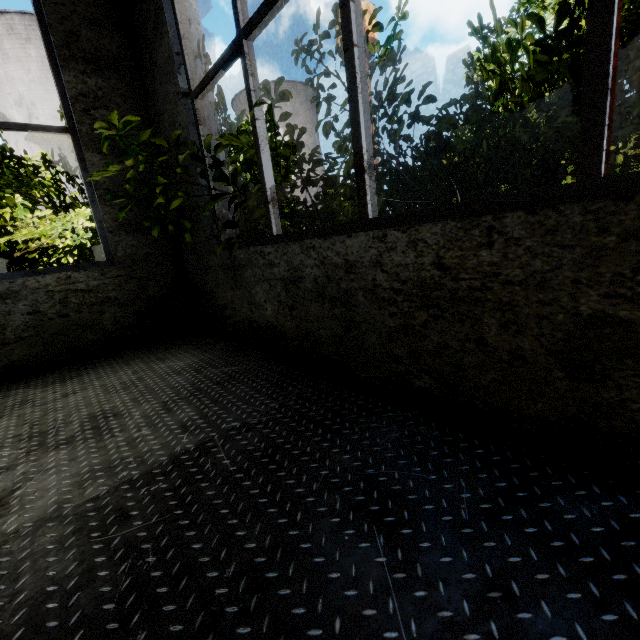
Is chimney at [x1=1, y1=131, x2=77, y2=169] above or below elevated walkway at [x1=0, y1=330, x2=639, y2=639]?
above

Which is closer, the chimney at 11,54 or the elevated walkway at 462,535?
the elevated walkway at 462,535

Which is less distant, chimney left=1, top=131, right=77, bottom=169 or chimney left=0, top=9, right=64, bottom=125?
chimney left=0, top=9, right=64, bottom=125

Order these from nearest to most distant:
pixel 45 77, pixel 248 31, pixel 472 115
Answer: pixel 248 31
pixel 472 115
pixel 45 77

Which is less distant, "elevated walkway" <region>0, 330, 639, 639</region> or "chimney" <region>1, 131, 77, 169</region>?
"elevated walkway" <region>0, 330, 639, 639</region>

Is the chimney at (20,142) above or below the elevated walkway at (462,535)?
above

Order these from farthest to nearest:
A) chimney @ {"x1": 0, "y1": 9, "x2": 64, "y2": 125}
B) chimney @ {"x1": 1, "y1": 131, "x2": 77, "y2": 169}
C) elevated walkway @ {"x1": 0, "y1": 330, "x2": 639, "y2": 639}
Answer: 1. chimney @ {"x1": 1, "y1": 131, "x2": 77, "y2": 169}
2. chimney @ {"x1": 0, "y1": 9, "x2": 64, "y2": 125}
3. elevated walkway @ {"x1": 0, "y1": 330, "x2": 639, "y2": 639}
